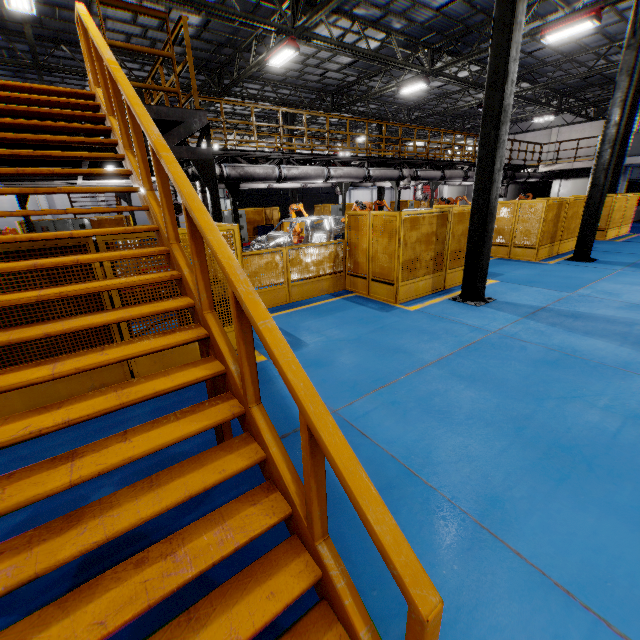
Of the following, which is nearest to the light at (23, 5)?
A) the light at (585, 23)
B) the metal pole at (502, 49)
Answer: the metal pole at (502, 49)

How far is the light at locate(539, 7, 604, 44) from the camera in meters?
10.4

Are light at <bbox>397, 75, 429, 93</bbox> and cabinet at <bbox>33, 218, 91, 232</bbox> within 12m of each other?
no

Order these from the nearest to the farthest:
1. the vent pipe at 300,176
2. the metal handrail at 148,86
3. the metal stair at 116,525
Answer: the metal stair at 116,525 < the metal handrail at 148,86 < the vent pipe at 300,176

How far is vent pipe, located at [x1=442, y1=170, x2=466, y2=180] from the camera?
15.7 meters

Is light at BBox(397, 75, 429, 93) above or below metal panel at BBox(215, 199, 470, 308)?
above

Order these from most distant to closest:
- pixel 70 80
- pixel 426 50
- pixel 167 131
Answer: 1. pixel 70 80
2. pixel 426 50
3. pixel 167 131

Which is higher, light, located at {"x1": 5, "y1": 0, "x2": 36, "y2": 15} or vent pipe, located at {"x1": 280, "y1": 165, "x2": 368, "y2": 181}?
light, located at {"x1": 5, "y1": 0, "x2": 36, "y2": 15}
